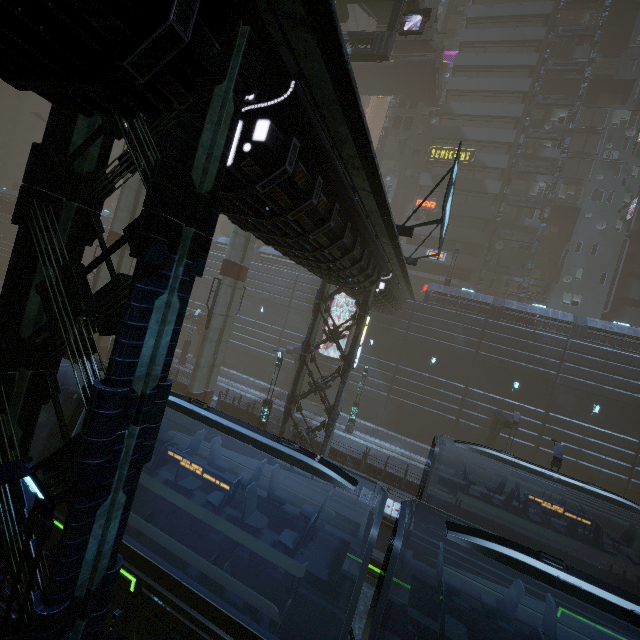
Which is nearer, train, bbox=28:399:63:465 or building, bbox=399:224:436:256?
train, bbox=28:399:63:465

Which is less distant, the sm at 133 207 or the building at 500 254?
the sm at 133 207

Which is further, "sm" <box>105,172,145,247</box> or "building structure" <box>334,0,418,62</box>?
"sm" <box>105,172,145,247</box>

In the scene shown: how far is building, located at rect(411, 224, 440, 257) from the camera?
38.19m

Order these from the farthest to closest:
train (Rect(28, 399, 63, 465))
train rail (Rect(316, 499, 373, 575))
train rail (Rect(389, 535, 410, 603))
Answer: train rail (Rect(316, 499, 373, 575)) → train rail (Rect(389, 535, 410, 603)) → train (Rect(28, 399, 63, 465))

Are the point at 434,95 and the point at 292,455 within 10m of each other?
no

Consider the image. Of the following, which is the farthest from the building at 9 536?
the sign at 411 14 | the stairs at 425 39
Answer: the sign at 411 14
